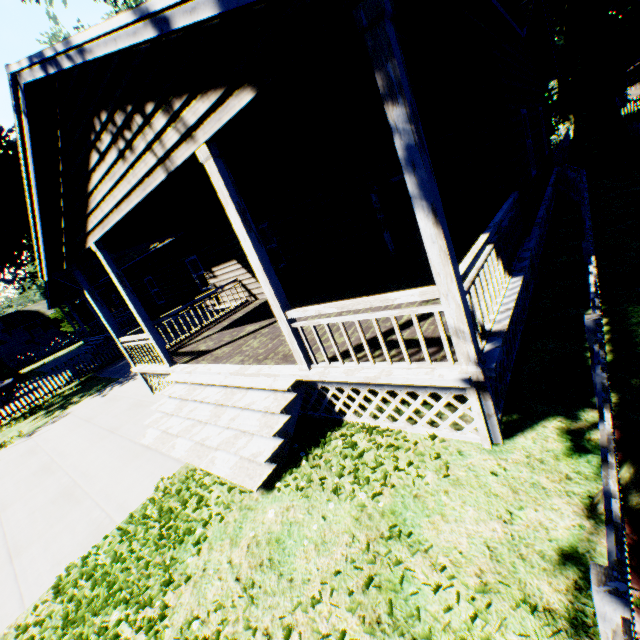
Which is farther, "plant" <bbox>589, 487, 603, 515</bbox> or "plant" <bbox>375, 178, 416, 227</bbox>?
"plant" <bbox>375, 178, 416, 227</bbox>

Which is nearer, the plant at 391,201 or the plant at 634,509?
the plant at 634,509

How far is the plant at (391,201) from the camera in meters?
14.3 m

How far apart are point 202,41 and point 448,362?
4.4 meters

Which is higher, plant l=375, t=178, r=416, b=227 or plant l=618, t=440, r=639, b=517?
plant l=375, t=178, r=416, b=227

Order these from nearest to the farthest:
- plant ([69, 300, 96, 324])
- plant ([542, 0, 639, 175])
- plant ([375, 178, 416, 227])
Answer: plant ([542, 0, 639, 175])
plant ([375, 178, 416, 227])
plant ([69, 300, 96, 324])

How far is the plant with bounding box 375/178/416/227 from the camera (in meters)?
14.33
